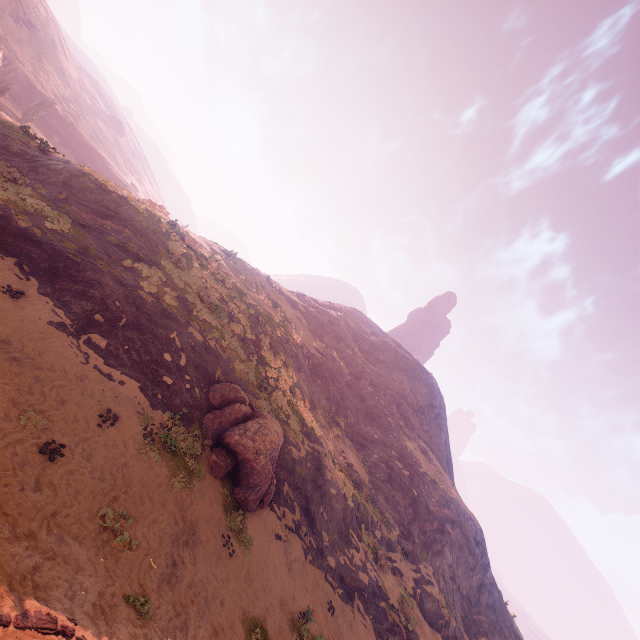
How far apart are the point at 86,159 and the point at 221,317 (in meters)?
61.87

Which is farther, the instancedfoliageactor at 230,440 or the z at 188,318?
the instancedfoliageactor at 230,440

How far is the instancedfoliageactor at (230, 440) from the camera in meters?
13.6 m

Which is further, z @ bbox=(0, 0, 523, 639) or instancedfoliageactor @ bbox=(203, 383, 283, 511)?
instancedfoliageactor @ bbox=(203, 383, 283, 511)

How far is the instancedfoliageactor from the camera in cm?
1356
